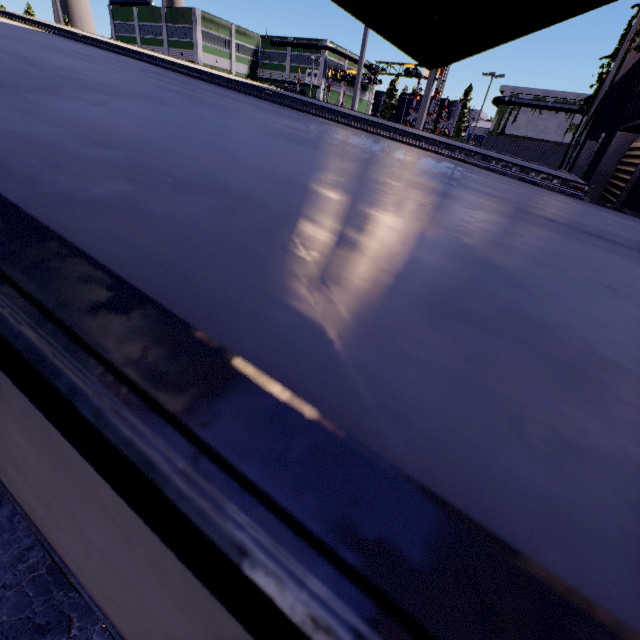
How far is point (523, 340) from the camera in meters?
0.4 m

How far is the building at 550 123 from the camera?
45.2m

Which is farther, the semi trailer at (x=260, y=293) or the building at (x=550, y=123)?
the building at (x=550, y=123)

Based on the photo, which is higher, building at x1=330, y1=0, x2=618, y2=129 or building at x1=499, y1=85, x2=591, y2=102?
building at x1=499, y1=85, x2=591, y2=102

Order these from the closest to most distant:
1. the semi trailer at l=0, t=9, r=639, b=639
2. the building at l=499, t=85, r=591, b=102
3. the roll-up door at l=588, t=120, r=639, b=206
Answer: the semi trailer at l=0, t=9, r=639, b=639, the roll-up door at l=588, t=120, r=639, b=206, the building at l=499, t=85, r=591, b=102

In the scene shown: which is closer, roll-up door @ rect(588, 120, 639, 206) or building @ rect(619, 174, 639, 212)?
building @ rect(619, 174, 639, 212)

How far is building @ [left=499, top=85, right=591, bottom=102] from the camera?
43.0m

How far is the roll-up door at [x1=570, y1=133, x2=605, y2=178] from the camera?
7.01m
